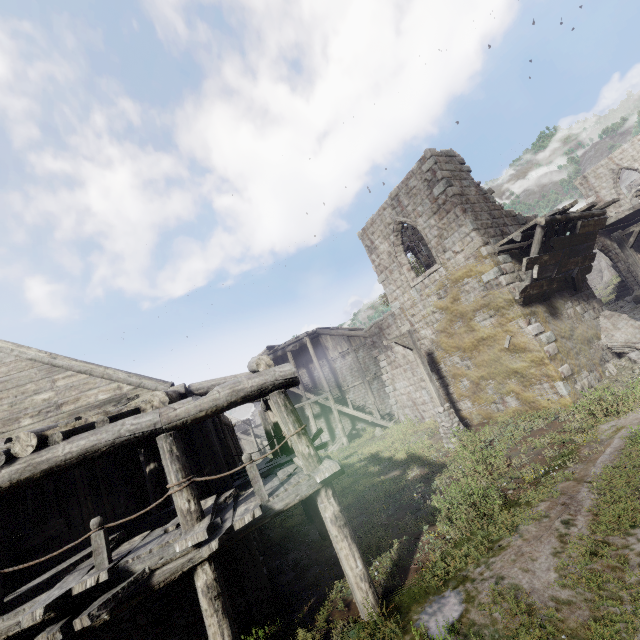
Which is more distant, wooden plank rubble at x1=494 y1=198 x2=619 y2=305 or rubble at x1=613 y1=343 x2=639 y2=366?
rubble at x1=613 y1=343 x2=639 y2=366

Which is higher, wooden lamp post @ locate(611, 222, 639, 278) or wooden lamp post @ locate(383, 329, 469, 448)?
wooden lamp post @ locate(611, 222, 639, 278)

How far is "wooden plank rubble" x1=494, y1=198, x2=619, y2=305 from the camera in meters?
11.3

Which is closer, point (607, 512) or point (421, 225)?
point (607, 512)

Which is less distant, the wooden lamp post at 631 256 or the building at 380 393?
the building at 380 393

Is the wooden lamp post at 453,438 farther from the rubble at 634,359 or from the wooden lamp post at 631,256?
the wooden lamp post at 631,256

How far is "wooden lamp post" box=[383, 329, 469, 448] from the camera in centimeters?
1273cm

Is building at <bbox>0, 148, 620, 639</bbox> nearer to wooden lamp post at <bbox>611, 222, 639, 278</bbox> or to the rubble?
the rubble
